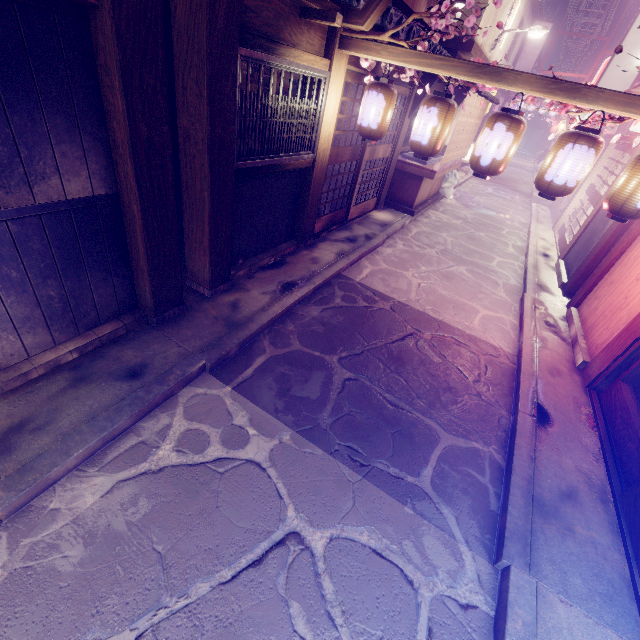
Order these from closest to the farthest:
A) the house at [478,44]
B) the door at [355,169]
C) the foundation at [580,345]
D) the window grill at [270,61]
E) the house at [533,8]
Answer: the window grill at [270,61], the foundation at [580,345], the door at [355,169], the house at [478,44], the house at [533,8]

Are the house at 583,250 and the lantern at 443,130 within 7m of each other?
no

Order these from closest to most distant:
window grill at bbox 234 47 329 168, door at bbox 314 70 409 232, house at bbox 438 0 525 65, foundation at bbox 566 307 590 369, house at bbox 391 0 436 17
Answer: window grill at bbox 234 47 329 168
foundation at bbox 566 307 590 369
door at bbox 314 70 409 232
house at bbox 391 0 436 17
house at bbox 438 0 525 65

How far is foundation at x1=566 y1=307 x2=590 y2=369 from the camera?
8.7m

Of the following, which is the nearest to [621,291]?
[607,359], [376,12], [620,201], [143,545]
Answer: [607,359]

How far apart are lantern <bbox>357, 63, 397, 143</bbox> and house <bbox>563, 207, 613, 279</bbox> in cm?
906

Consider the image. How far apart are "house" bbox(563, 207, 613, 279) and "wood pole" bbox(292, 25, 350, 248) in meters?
10.4

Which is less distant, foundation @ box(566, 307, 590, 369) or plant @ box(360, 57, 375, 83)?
plant @ box(360, 57, 375, 83)
